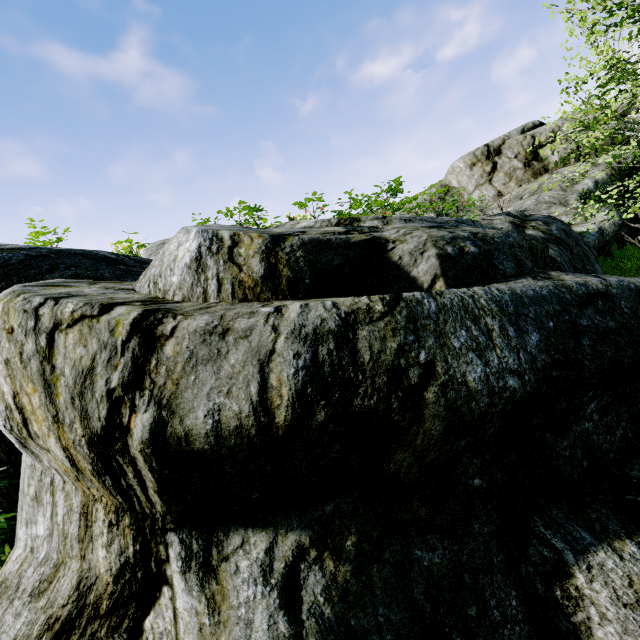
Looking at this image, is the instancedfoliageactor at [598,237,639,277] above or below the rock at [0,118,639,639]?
below

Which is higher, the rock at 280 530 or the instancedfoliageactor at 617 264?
the rock at 280 530

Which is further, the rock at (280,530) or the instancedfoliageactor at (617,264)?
the instancedfoliageactor at (617,264)

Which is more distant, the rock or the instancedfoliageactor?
the instancedfoliageactor

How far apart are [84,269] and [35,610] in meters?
3.3
